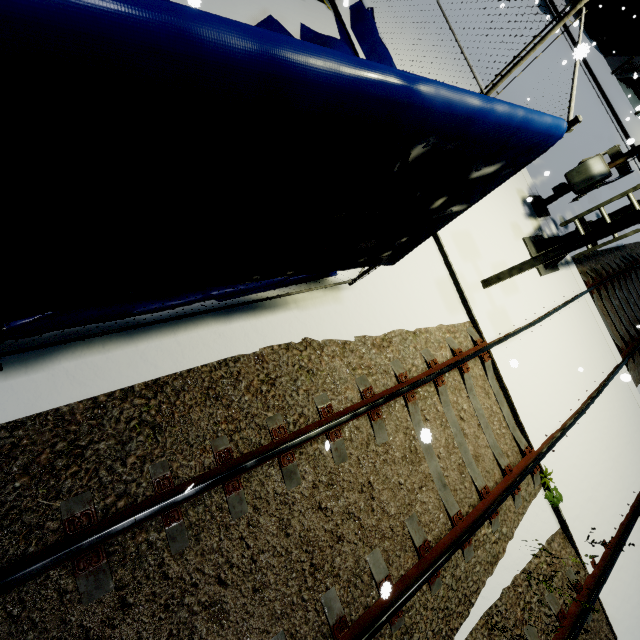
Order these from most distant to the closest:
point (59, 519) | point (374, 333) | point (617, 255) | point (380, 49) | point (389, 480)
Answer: point (617, 255), point (380, 49), point (374, 333), point (389, 480), point (59, 519)

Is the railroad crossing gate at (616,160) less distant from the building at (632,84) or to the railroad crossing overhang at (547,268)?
the railroad crossing overhang at (547,268)

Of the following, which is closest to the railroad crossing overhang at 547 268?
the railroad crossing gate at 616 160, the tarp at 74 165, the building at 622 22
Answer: the railroad crossing gate at 616 160

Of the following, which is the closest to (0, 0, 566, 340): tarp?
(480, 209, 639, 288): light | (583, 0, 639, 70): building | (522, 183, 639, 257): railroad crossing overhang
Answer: (583, 0, 639, 70): building

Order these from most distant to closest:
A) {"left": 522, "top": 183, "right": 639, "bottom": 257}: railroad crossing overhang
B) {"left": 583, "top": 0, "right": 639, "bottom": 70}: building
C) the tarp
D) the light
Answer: {"left": 583, "top": 0, "right": 639, "bottom": 70}: building
{"left": 522, "top": 183, "right": 639, "bottom": 257}: railroad crossing overhang
the light
the tarp

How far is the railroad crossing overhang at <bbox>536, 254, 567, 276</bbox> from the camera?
7.9m

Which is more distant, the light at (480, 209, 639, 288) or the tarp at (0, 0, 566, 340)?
the light at (480, 209, 639, 288)

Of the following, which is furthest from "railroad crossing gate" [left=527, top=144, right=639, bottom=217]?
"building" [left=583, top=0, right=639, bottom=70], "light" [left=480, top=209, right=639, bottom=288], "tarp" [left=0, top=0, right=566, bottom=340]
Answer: "building" [left=583, top=0, right=639, bottom=70]
